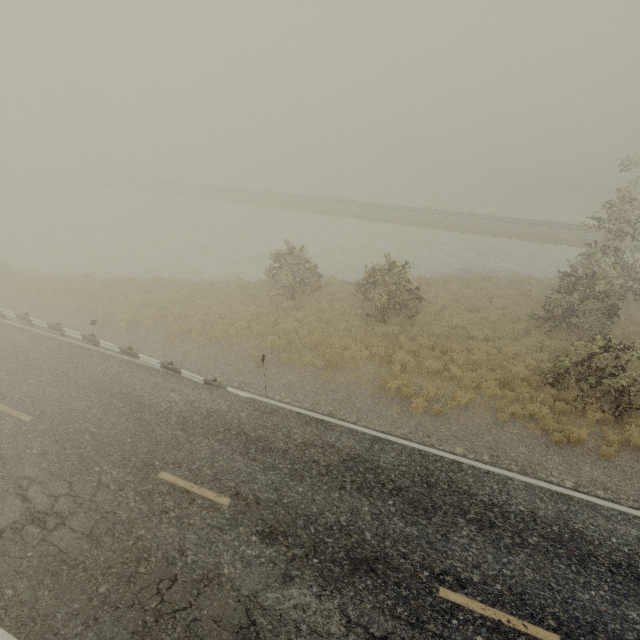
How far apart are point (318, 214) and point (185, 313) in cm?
2426
